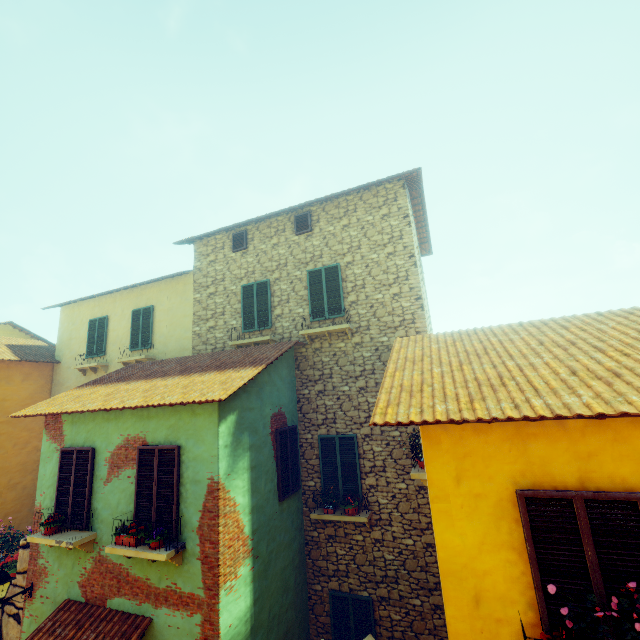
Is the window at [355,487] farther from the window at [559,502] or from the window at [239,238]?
the window at [239,238]

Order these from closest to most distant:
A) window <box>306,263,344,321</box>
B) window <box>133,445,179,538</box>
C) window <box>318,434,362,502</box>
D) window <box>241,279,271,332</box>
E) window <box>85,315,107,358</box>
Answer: window <box>133,445,179,538</box> < window <box>318,434,362,502</box> < window <box>306,263,344,321</box> < window <box>241,279,271,332</box> < window <box>85,315,107,358</box>

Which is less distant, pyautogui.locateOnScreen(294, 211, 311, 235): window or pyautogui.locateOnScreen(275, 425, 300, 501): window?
pyautogui.locateOnScreen(275, 425, 300, 501): window

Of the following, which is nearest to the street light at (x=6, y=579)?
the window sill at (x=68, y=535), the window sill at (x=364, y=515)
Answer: the window sill at (x=68, y=535)

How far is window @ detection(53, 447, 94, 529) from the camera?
7.1m

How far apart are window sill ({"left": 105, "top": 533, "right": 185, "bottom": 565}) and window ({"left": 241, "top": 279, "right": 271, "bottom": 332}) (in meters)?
5.54

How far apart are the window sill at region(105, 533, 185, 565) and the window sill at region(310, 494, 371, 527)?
3.4 meters

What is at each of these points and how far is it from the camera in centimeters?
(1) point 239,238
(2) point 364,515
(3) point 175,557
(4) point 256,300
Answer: (1) window, 1143cm
(2) window sill, 794cm
(3) window sill, 588cm
(4) window, 1064cm
